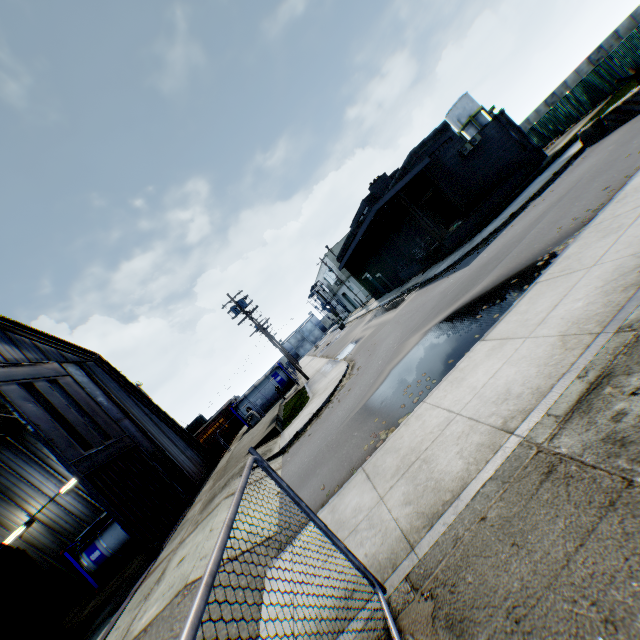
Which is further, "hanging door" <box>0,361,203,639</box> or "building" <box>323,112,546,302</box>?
"building" <box>323,112,546,302</box>

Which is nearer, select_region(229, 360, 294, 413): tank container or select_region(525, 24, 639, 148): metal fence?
select_region(525, 24, 639, 148): metal fence

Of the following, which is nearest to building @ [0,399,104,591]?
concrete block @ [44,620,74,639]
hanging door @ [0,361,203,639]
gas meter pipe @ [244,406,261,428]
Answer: hanging door @ [0,361,203,639]

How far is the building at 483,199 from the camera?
21.91m

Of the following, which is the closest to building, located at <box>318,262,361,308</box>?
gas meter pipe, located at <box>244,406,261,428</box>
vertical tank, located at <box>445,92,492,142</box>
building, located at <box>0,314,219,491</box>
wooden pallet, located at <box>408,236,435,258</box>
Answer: vertical tank, located at <box>445,92,492,142</box>

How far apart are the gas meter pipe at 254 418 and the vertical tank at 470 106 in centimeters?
4988cm

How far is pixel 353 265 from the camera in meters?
36.6 m

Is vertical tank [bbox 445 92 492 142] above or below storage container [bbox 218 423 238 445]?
above
